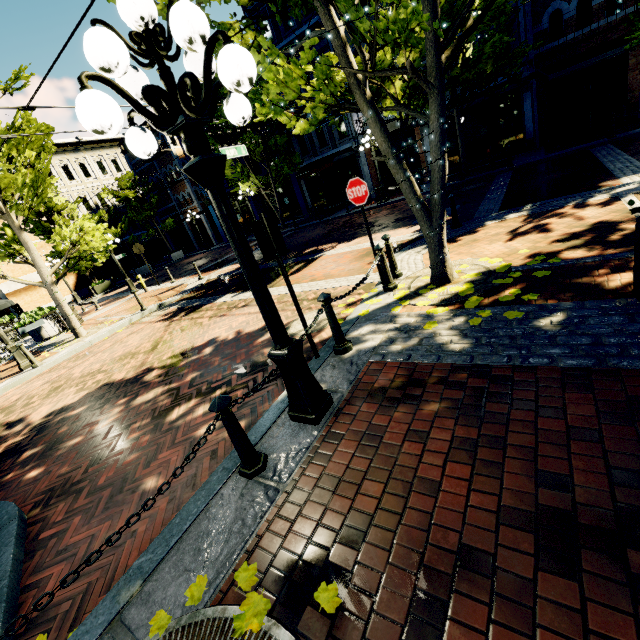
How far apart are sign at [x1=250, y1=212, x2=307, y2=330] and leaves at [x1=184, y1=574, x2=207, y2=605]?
2.7 meters

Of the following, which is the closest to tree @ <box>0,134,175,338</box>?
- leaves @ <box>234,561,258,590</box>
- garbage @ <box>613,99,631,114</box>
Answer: leaves @ <box>234,561,258,590</box>

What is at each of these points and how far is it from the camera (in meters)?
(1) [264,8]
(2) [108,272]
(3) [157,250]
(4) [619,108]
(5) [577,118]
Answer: (1) building, 19.77
(2) building, 33.88
(3) building, 38.22
(4) garbage, 14.15
(5) building, 15.63

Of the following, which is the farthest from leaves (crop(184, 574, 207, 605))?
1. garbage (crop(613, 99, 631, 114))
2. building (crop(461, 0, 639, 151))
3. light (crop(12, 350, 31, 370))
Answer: garbage (crop(613, 99, 631, 114))

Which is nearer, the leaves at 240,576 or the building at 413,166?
the leaves at 240,576

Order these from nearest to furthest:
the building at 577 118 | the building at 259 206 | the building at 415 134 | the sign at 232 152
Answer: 1. the building at 577 118
2. the sign at 232 152
3. the building at 415 134
4. the building at 259 206

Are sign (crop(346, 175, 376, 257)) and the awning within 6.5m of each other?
no

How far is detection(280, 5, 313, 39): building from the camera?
18.83m
